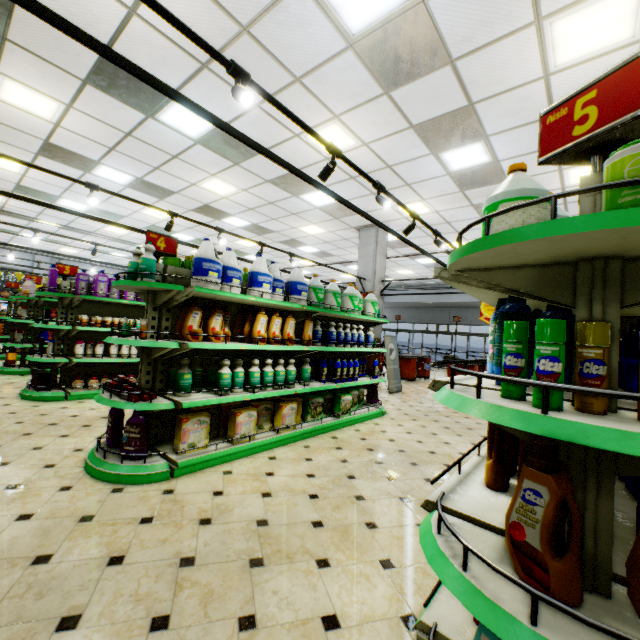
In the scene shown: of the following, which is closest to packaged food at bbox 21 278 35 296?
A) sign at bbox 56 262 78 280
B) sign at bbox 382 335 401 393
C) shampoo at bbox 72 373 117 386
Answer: sign at bbox 56 262 78 280

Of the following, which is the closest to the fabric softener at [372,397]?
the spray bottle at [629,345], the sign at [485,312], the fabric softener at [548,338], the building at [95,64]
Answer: the building at [95,64]

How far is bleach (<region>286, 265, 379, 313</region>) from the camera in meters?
4.6

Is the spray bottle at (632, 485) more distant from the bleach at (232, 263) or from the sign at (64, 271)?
the sign at (64, 271)

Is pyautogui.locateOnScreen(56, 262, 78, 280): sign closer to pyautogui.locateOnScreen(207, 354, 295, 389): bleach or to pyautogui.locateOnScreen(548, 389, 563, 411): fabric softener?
pyautogui.locateOnScreen(207, 354, 295, 389): bleach

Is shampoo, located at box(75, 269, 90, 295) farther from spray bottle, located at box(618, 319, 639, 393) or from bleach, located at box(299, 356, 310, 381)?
spray bottle, located at box(618, 319, 639, 393)

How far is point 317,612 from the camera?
1.77m

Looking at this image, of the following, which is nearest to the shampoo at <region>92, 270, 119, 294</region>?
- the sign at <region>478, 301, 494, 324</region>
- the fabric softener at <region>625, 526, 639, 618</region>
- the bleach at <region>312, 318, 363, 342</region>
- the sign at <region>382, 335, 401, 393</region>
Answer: the bleach at <region>312, 318, 363, 342</region>
